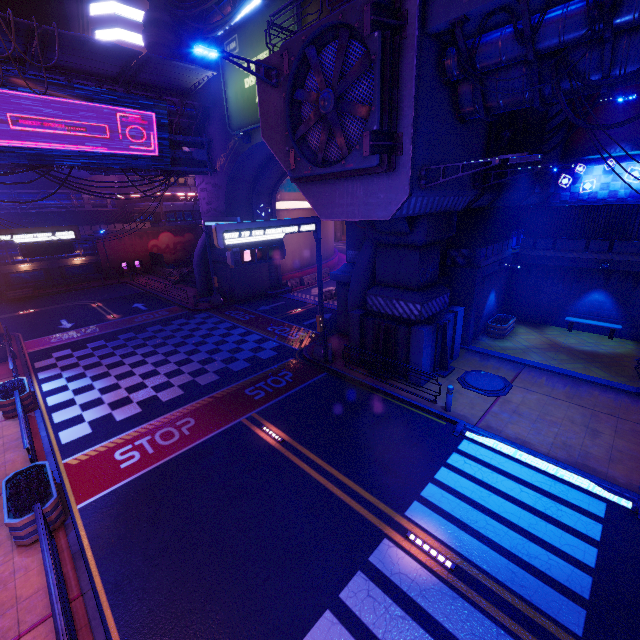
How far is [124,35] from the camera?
38.8m

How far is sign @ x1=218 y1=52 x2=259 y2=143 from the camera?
19.98m

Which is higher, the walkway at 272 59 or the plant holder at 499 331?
the walkway at 272 59

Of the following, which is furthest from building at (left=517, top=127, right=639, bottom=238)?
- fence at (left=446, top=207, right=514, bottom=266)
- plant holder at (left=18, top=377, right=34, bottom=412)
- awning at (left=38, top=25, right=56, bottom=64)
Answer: plant holder at (left=18, top=377, right=34, bottom=412)

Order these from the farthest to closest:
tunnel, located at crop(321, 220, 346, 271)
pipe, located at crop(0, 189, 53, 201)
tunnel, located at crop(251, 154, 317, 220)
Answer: tunnel, located at crop(321, 220, 346, 271), pipe, located at crop(0, 189, 53, 201), tunnel, located at crop(251, 154, 317, 220)

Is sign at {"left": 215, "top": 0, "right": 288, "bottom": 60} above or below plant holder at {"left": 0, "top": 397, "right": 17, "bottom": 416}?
above

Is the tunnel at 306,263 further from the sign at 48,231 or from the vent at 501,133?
the sign at 48,231

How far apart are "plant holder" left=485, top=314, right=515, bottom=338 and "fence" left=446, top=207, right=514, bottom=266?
3.4m
